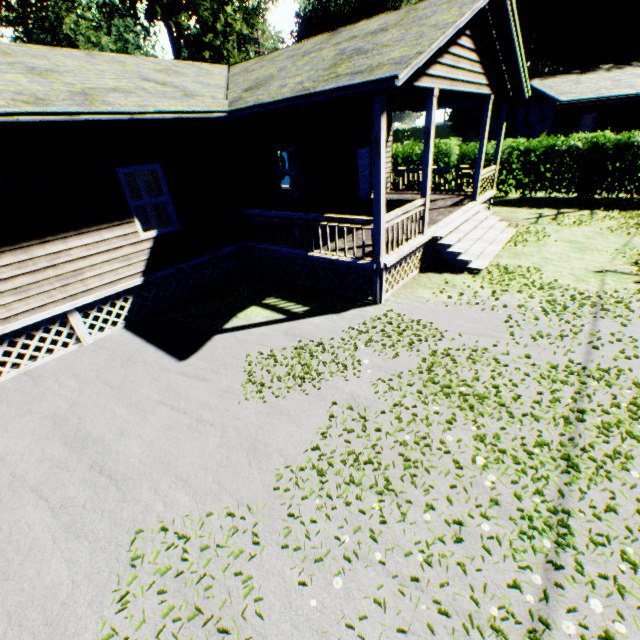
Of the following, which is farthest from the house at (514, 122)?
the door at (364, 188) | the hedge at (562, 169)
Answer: the hedge at (562, 169)

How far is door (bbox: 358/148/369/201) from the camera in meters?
14.3 m

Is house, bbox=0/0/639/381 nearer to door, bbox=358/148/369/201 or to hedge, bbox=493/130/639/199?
door, bbox=358/148/369/201

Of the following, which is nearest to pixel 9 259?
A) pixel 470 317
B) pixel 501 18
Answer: pixel 470 317

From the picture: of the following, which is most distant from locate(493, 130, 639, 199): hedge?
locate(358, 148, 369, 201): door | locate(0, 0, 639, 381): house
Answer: locate(358, 148, 369, 201): door

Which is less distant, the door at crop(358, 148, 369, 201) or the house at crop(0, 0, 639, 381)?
the house at crop(0, 0, 639, 381)

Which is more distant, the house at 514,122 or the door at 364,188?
the door at 364,188
